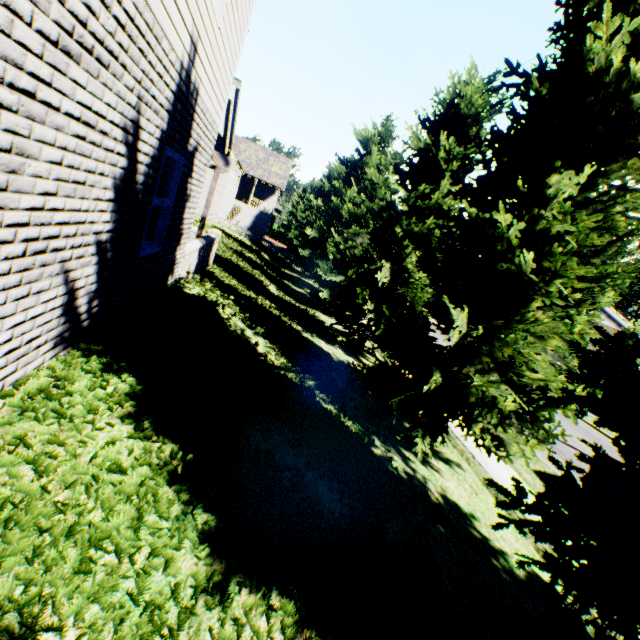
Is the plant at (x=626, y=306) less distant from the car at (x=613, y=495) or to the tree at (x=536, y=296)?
the tree at (x=536, y=296)

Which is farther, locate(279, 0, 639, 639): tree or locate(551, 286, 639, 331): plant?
locate(551, 286, 639, 331): plant

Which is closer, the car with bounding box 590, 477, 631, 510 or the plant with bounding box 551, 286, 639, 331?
the car with bounding box 590, 477, 631, 510

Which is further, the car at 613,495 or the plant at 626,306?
the plant at 626,306

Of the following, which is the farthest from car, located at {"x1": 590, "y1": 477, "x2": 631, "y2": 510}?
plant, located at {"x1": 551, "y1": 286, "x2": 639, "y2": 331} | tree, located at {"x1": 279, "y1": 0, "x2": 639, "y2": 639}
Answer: plant, located at {"x1": 551, "y1": 286, "x2": 639, "y2": 331}

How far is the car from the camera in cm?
724

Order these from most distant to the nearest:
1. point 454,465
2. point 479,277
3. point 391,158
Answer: point 391,158
point 454,465
point 479,277
